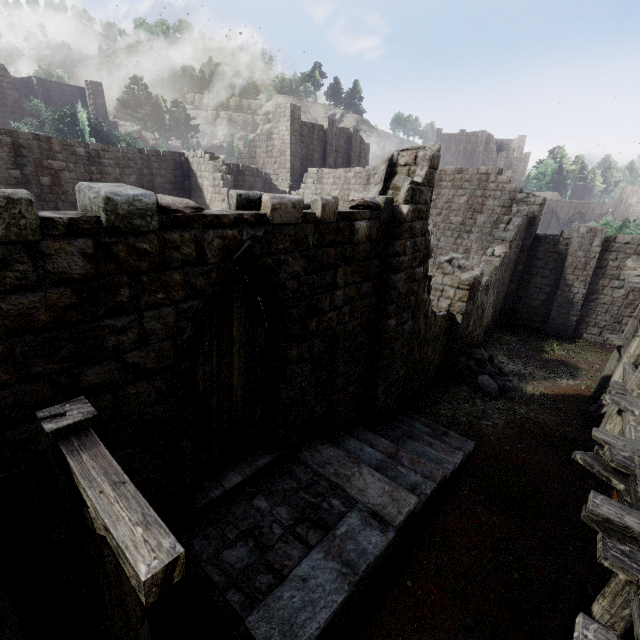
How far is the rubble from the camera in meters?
12.3 m

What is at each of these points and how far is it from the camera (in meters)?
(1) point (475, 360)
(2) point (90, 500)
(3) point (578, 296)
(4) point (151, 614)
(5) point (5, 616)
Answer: (1) rubble, 13.72
(2) wooden lamp post, 1.77
(3) building, 18.25
(4) building, 4.90
(5) stone arch, 2.80

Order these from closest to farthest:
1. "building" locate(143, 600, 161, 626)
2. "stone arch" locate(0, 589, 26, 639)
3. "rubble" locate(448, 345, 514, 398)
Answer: "stone arch" locate(0, 589, 26, 639) → "building" locate(143, 600, 161, 626) → "rubble" locate(448, 345, 514, 398)

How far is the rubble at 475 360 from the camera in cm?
1230

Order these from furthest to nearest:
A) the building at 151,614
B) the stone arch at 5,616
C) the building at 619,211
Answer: the building at 619,211 → the building at 151,614 → the stone arch at 5,616

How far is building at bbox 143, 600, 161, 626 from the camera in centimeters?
483cm

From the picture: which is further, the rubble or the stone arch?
the rubble

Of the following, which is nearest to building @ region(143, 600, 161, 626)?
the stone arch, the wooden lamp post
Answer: the stone arch
